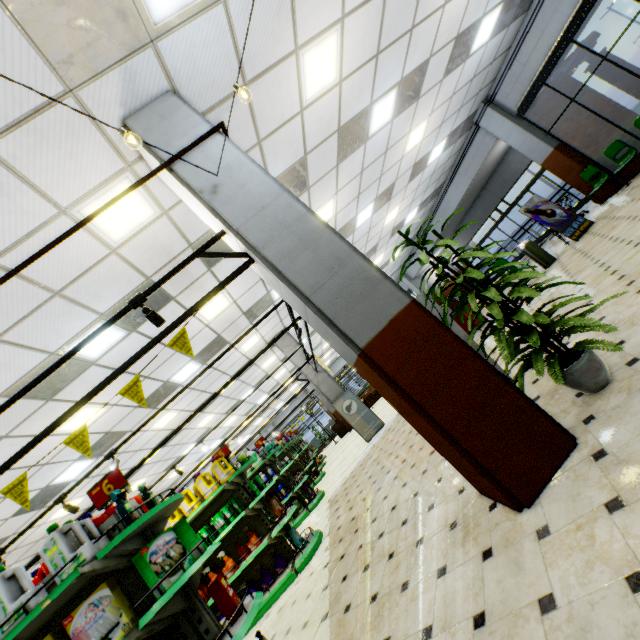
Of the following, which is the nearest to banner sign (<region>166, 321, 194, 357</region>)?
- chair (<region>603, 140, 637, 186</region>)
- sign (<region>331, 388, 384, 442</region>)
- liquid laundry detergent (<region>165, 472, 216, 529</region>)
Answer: liquid laundry detergent (<region>165, 472, 216, 529</region>)

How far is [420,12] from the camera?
5.5m

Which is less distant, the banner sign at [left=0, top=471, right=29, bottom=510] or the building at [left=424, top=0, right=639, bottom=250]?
the banner sign at [left=0, top=471, right=29, bottom=510]

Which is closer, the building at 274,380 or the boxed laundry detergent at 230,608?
the boxed laundry detergent at 230,608

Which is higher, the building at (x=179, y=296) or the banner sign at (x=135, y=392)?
the building at (x=179, y=296)

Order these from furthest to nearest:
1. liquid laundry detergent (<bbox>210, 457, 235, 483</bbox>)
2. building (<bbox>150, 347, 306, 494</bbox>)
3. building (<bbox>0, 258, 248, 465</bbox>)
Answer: building (<bbox>150, 347, 306, 494</bbox>) < liquid laundry detergent (<bbox>210, 457, 235, 483</bbox>) < building (<bbox>0, 258, 248, 465</bbox>)

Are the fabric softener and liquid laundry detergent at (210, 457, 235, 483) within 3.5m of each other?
yes

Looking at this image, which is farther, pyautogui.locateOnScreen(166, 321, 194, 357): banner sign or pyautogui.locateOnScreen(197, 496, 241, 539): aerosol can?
pyautogui.locateOnScreen(197, 496, 241, 539): aerosol can
